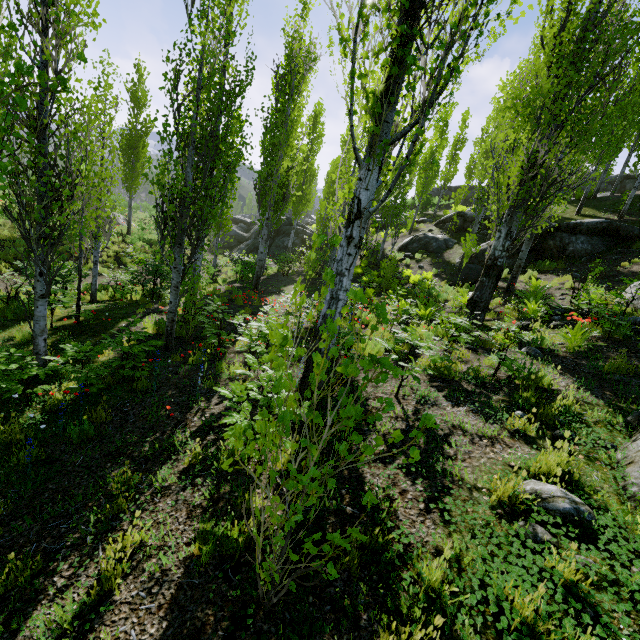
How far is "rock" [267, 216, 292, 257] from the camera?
28.6m

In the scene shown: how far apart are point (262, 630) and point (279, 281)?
16.73m

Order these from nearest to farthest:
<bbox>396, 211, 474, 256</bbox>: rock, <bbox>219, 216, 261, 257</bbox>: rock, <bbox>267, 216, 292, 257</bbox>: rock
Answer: <bbox>396, 211, 474, 256</bbox>: rock
<bbox>267, 216, 292, 257</bbox>: rock
<bbox>219, 216, 261, 257</bbox>: rock

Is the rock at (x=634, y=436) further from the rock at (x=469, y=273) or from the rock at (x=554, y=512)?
the rock at (x=469, y=273)

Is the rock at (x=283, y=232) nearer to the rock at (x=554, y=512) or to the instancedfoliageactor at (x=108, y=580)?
the instancedfoliageactor at (x=108, y=580)

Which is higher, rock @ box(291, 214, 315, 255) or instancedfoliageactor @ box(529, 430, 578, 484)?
rock @ box(291, 214, 315, 255)

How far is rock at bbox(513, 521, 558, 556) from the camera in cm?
249

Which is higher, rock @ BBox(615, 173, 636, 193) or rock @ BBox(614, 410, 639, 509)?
rock @ BBox(615, 173, 636, 193)
